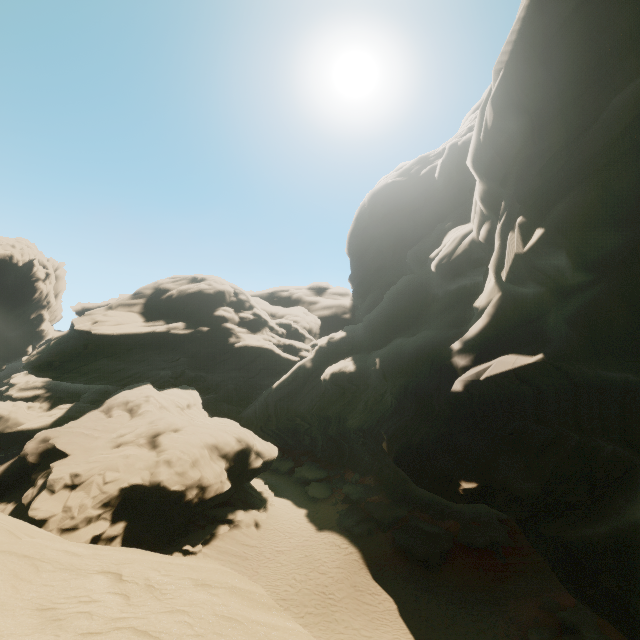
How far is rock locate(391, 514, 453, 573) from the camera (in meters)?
21.25

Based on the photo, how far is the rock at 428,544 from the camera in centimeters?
2125cm

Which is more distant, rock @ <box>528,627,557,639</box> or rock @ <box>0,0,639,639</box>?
rock @ <box>528,627,557,639</box>

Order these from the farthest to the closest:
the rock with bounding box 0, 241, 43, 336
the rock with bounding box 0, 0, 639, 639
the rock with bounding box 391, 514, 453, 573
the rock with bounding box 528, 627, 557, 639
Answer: the rock with bounding box 0, 241, 43, 336 → the rock with bounding box 391, 514, 453, 573 → the rock with bounding box 528, 627, 557, 639 → the rock with bounding box 0, 0, 639, 639

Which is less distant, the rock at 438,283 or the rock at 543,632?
the rock at 438,283

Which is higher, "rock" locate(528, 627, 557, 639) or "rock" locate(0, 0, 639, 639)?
"rock" locate(0, 0, 639, 639)

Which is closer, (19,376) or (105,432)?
(105,432)
